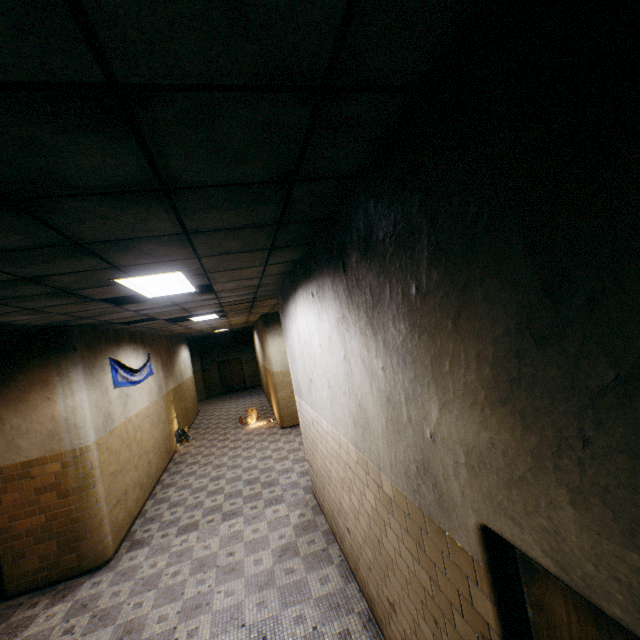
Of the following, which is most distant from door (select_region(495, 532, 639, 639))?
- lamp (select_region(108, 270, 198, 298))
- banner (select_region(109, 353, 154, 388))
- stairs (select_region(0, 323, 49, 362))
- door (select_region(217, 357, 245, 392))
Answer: door (select_region(217, 357, 245, 392))

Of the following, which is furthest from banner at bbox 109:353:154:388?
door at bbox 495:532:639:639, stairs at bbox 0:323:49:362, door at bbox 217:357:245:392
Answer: door at bbox 217:357:245:392

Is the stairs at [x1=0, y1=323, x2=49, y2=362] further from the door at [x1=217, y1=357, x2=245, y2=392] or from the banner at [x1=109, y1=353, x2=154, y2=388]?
the door at [x1=217, y1=357, x2=245, y2=392]

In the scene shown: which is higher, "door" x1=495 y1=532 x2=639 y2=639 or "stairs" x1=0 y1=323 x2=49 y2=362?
"stairs" x1=0 y1=323 x2=49 y2=362

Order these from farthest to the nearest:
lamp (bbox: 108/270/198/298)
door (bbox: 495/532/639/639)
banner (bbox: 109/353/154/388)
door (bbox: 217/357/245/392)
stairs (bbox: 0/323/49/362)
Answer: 1. door (bbox: 217/357/245/392)
2. banner (bbox: 109/353/154/388)
3. stairs (bbox: 0/323/49/362)
4. lamp (bbox: 108/270/198/298)
5. door (bbox: 495/532/639/639)

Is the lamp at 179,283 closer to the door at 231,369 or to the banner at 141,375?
the banner at 141,375

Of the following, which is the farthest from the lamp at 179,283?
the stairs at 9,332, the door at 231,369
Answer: the door at 231,369

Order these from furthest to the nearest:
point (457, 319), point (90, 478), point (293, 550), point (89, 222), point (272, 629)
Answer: point (90, 478) → point (293, 550) → point (272, 629) → point (89, 222) → point (457, 319)
